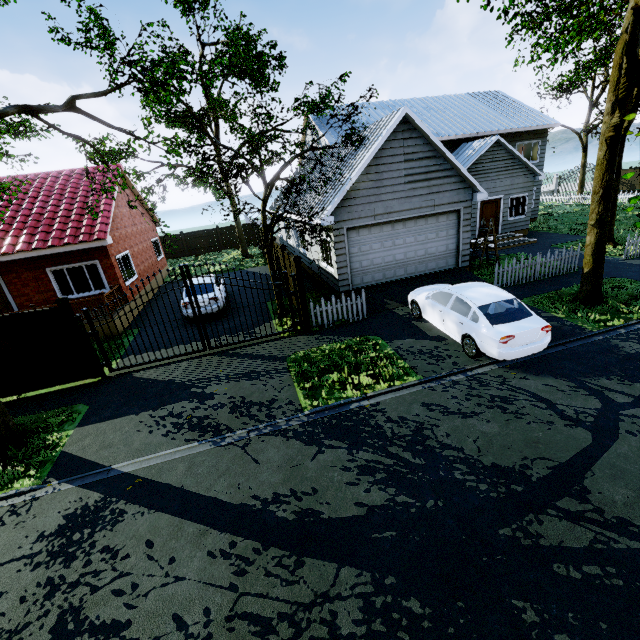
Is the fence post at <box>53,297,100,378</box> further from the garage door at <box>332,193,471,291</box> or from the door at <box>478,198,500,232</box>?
the door at <box>478,198,500,232</box>

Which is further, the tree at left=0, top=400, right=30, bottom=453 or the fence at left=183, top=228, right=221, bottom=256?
the fence at left=183, top=228, right=221, bottom=256

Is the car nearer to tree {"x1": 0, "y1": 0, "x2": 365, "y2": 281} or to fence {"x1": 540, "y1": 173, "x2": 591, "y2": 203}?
fence {"x1": 540, "y1": 173, "x2": 591, "y2": 203}

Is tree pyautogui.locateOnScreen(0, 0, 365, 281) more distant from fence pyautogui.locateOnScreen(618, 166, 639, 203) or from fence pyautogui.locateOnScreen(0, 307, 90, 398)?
fence pyautogui.locateOnScreen(0, 307, 90, 398)

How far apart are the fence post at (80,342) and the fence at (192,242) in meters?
22.8

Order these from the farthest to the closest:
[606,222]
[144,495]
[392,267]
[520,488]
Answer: [392,267] < [606,222] < [144,495] < [520,488]

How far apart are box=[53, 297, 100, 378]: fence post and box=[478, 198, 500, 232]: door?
19.98m

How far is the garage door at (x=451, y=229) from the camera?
12.38m
